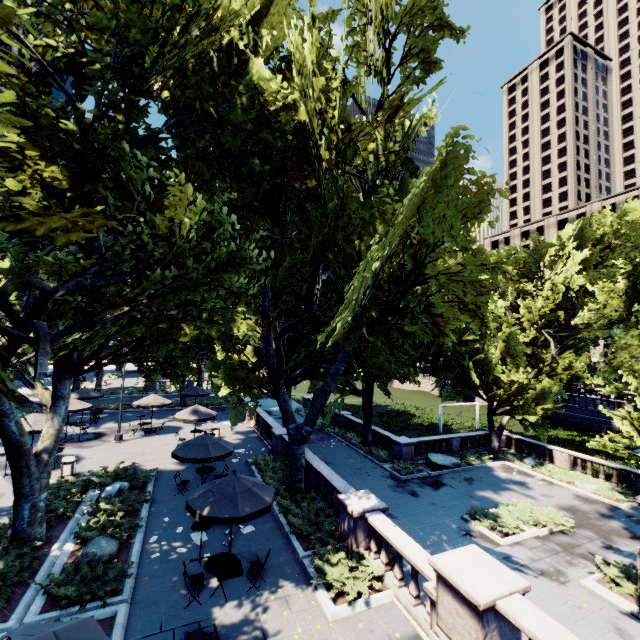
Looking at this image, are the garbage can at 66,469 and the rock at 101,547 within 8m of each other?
yes

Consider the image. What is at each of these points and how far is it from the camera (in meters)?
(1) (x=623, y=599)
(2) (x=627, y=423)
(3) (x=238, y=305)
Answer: (1) planter, 11.34
(2) tree, 10.62
(3) tree, 8.59

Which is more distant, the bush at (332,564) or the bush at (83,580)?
the bush at (332,564)

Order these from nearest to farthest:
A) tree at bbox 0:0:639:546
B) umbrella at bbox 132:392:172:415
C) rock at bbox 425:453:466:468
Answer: tree at bbox 0:0:639:546 < rock at bbox 425:453:466:468 < umbrella at bbox 132:392:172:415

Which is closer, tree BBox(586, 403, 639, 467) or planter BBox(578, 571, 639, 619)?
tree BBox(586, 403, 639, 467)

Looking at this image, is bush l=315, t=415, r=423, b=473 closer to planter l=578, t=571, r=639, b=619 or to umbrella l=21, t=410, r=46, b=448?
planter l=578, t=571, r=639, b=619

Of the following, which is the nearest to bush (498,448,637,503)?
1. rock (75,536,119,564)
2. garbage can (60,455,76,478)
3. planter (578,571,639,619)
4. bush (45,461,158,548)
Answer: planter (578,571,639,619)

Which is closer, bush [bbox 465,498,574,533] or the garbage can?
bush [bbox 465,498,574,533]
